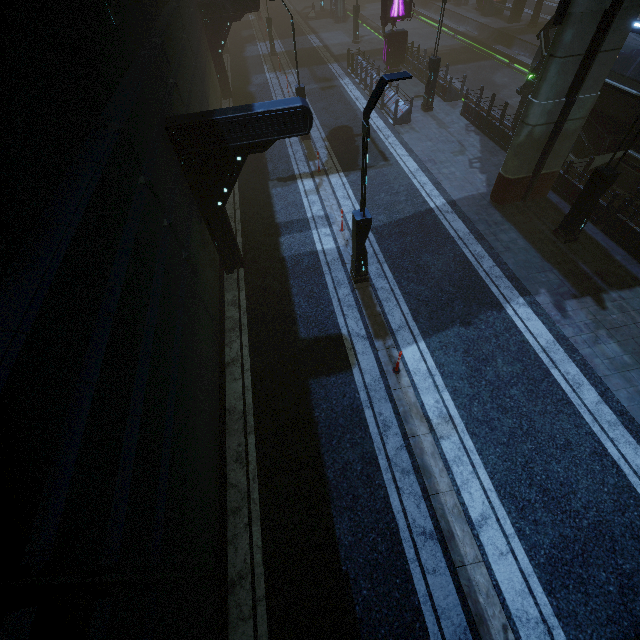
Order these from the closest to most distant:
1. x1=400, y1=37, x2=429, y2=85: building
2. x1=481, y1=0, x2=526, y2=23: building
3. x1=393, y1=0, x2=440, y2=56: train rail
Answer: x1=400, y1=37, x2=429, y2=85: building, x1=481, y1=0, x2=526, y2=23: building, x1=393, y1=0, x2=440, y2=56: train rail

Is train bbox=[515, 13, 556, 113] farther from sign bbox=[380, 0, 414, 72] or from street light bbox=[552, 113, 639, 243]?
sign bbox=[380, 0, 414, 72]

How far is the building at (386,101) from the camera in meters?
17.5 m

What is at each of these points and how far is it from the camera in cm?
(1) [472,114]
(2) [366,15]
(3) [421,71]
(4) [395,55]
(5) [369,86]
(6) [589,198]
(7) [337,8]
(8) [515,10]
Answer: (1) building, 1728
(2) train rail, 4056
(3) building, 2164
(4) sign, 2272
(5) building, 2138
(6) street light, 1000
(7) building, 3319
(8) building, 2858

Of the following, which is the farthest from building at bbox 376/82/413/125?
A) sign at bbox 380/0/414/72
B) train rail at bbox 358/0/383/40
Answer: sign at bbox 380/0/414/72

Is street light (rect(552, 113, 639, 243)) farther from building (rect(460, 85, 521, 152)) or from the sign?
the sign

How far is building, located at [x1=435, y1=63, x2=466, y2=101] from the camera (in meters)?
18.83

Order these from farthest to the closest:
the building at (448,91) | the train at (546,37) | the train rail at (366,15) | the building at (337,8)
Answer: the train rail at (366,15) → the building at (337,8) → the building at (448,91) → the train at (546,37)
